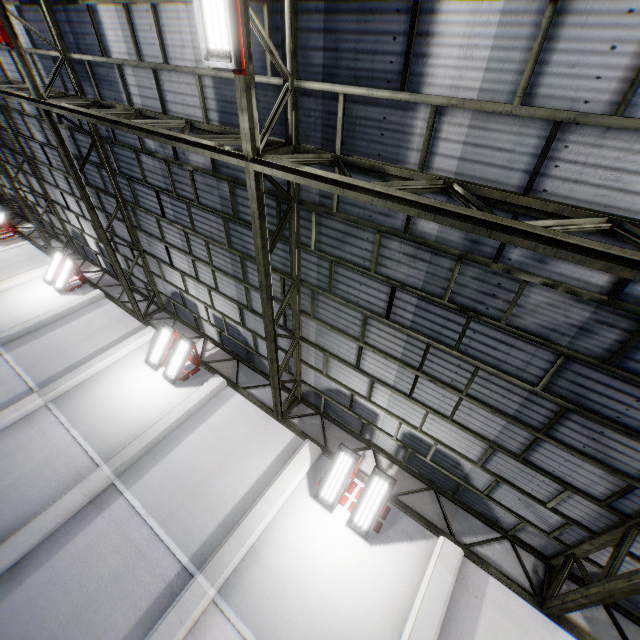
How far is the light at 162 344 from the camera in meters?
10.9 m

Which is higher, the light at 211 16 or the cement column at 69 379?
the light at 211 16

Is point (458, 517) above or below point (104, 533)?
above

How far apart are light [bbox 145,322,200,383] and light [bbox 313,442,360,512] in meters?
5.6

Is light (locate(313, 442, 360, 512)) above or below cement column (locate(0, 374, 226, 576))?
above

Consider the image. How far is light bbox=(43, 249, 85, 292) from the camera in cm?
1440

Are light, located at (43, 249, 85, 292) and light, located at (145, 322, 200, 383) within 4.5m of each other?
Result: no

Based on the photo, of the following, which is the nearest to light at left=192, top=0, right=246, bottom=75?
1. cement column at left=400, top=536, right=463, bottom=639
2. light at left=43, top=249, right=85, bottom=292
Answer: cement column at left=400, top=536, right=463, bottom=639
